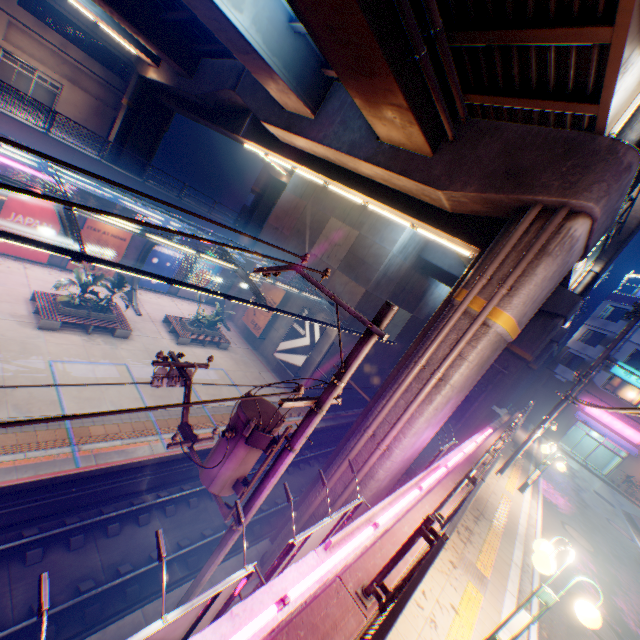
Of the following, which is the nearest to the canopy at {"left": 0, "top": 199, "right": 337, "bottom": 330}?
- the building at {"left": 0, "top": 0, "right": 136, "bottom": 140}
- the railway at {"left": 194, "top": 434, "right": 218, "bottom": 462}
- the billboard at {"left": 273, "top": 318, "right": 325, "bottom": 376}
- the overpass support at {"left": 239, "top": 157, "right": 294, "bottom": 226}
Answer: the billboard at {"left": 273, "top": 318, "right": 325, "bottom": 376}

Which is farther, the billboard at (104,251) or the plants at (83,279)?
the billboard at (104,251)

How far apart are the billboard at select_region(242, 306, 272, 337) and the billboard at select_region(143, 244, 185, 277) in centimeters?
602cm

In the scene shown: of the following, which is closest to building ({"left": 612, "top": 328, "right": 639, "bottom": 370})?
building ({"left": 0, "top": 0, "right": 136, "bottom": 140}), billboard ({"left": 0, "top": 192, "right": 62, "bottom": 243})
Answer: billboard ({"left": 0, "top": 192, "right": 62, "bottom": 243})

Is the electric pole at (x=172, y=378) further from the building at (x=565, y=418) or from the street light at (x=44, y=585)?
the building at (x=565, y=418)

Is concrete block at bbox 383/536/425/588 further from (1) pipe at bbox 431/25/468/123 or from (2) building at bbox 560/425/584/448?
(1) pipe at bbox 431/25/468/123

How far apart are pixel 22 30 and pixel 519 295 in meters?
42.8 m

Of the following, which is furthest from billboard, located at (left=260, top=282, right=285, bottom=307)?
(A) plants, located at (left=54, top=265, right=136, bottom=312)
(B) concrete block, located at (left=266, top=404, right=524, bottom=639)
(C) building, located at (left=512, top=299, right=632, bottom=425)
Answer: (C) building, located at (left=512, top=299, right=632, bottom=425)
